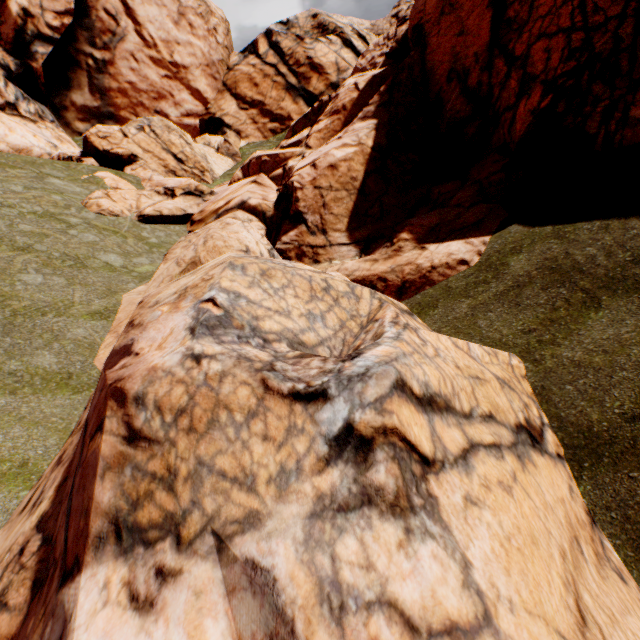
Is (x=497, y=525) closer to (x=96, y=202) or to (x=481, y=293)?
(x=481, y=293)
